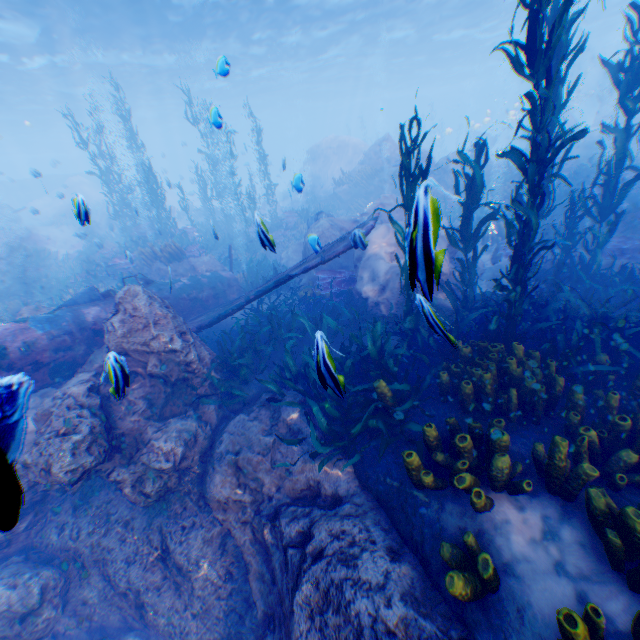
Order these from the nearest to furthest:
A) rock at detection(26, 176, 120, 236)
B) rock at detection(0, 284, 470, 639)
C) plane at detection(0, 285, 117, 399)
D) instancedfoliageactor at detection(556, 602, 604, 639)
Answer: instancedfoliageactor at detection(556, 602, 604, 639) < rock at detection(0, 284, 470, 639) < plane at detection(0, 285, 117, 399) < rock at detection(26, 176, 120, 236)

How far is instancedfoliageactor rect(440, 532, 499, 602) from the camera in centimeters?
254cm

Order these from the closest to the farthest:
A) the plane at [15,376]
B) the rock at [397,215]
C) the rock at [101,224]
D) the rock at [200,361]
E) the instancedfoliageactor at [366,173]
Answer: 1. the rock at [200,361]
2. the plane at [15,376]
3. the rock at [397,215]
4. the rock at [101,224]
5. the instancedfoliageactor at [366,173]

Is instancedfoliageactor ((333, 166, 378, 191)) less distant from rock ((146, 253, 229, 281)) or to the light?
rock ((146, 253, 229, 281))

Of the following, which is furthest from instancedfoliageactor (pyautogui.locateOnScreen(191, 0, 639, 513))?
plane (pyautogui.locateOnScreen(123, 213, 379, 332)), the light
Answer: the light

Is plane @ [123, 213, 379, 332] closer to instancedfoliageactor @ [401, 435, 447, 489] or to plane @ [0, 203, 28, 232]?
instancedfoliageactor @ [401, 435, 447, 489]

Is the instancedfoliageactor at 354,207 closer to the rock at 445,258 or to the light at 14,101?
the rock at 445,258

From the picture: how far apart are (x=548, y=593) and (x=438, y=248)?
6.9m
